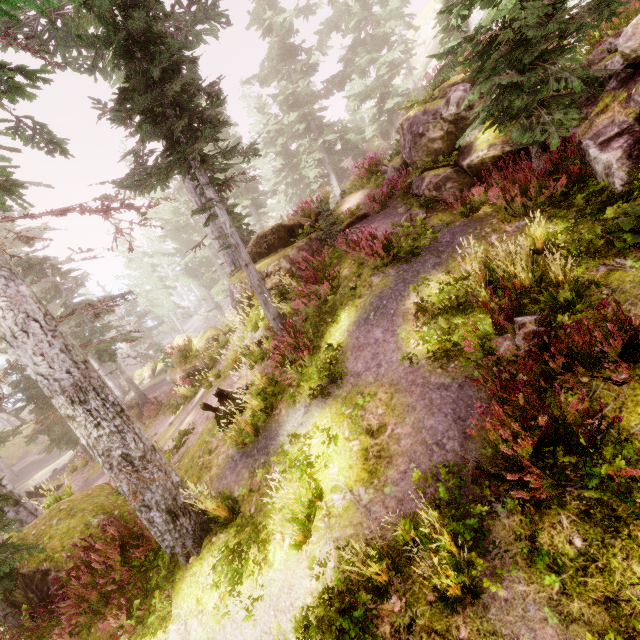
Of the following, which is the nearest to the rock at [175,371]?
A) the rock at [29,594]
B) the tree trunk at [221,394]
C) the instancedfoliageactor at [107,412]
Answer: the instancedfoliageactor at [107,412]

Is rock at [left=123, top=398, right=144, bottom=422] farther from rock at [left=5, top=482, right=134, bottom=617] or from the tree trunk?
rock at [left=5, top=482, right=134, bottom=617]

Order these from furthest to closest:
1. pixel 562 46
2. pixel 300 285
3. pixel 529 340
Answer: pixel 300 285 → pixel 562 46 → pixel 529 340

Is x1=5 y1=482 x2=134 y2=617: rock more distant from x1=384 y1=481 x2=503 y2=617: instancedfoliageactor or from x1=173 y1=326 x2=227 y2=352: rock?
x1=173 y1=326 x2=227 y2=352: rock

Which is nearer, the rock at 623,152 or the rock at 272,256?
the rock at 623,152

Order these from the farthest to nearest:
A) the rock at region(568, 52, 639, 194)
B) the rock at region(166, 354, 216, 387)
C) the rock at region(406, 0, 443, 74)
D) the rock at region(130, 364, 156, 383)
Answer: the rock at region(406, 0, 443, 74) < the rock at region(130, 364, 156, 383) < the rock at region(166, 354, 216, 387) < the rock at region(568, 52, 639, 194)

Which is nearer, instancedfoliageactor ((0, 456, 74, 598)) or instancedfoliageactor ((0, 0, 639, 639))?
instancedfoliageactor ((0, 0, 639, 639))
